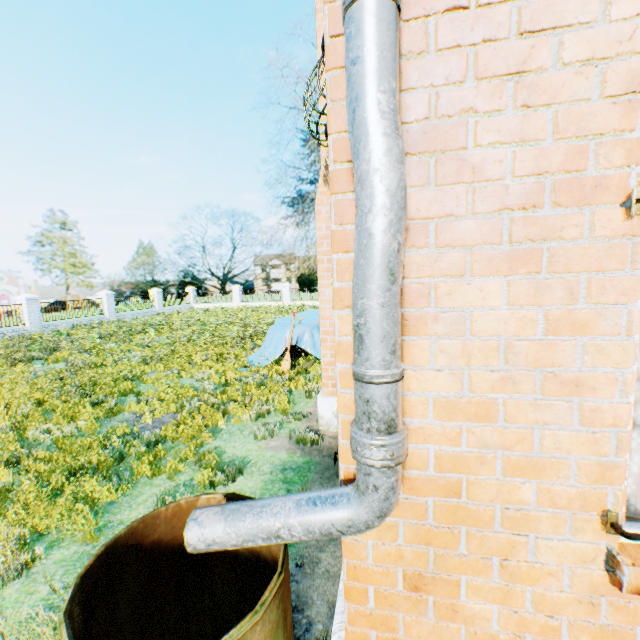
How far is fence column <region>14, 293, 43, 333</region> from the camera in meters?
19.0 m

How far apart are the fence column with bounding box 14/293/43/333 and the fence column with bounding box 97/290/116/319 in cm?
473

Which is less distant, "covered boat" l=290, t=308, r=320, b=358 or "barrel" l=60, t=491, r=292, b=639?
"barrel" l=60, t=491, r=292, b=639

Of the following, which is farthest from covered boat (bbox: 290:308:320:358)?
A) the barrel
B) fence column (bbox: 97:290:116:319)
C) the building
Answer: fence column (bbox: 97:290:116:319)

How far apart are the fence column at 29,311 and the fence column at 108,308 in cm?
473

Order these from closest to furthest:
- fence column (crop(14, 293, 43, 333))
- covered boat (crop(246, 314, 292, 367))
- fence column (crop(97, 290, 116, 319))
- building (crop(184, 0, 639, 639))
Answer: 1. building (crop(184, 0, 639, 639))
2. covered boat (crop(246, 314, 292, 367))
3. fence column (crop(14, 293, 43, 333))
4. fence column (crop(97, 290, 116, 319))

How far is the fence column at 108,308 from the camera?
24.45m

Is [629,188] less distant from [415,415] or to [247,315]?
[415,415]
